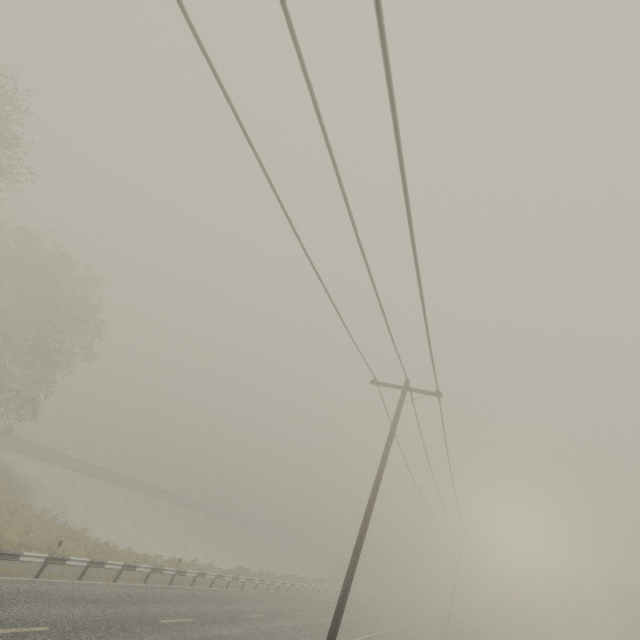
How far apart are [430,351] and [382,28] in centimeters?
762cm
